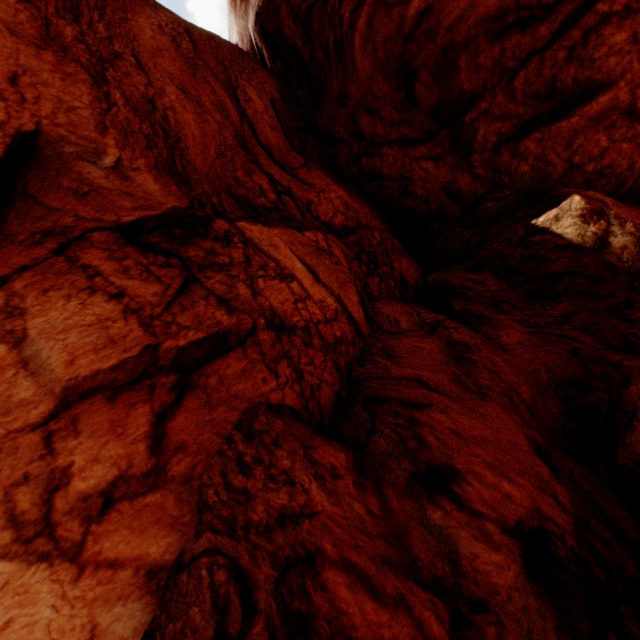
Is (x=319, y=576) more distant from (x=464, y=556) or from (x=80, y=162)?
(x=80, y=162)
